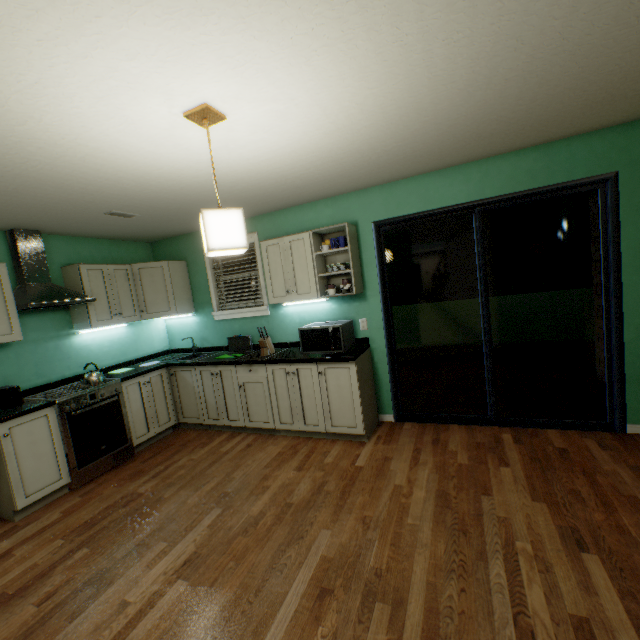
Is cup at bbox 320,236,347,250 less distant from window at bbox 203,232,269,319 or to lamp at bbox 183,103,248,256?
window at bbox 203,232,269,319

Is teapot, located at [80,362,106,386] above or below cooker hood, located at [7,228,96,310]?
below

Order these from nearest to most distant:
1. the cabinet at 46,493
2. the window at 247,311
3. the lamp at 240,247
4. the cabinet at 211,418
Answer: the lamp at 240,247, the cabinet at 46,493, the cabinet at 211,418, the window at 247,311

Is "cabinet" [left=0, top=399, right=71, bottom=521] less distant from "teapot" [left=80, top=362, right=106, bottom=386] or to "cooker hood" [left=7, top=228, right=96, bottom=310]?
"teapot" [left=80, top=362, right=106, bottom=386]

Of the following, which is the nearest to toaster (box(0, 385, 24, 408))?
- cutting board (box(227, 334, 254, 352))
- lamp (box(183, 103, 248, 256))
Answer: cutting board (box(227, 334, 254, 352))

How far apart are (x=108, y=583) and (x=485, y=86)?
3.5m

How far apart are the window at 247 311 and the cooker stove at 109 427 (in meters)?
1.33

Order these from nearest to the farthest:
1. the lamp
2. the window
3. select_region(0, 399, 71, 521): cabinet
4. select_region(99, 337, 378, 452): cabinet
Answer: the lamp < select_region(0, 399, 71, 521): cabinet < select_region(99, 337, 378, 452): cabinet < the window
